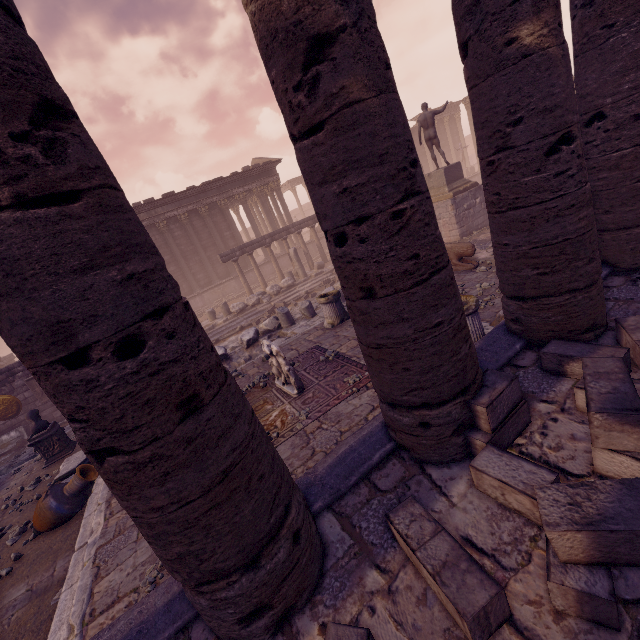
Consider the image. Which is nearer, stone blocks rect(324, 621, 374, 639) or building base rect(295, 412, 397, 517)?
stone blocks rect(324, 621, 374, 639)

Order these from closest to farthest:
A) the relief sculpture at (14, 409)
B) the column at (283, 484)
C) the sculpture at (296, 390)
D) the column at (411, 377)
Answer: the column at (283, 484) < the column at (411, 377) < the sculpture at (296, 390) < the relief sculpture at (14, 409)

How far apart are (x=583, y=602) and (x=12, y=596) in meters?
7.0 m

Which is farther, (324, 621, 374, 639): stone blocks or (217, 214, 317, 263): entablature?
(217, 214, 317, 263): entablature

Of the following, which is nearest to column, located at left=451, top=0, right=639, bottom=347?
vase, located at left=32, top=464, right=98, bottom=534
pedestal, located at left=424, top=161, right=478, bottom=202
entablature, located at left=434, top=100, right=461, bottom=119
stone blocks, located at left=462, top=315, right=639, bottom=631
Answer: stone blocks, located at left=462, top=315, right=639, bottom=631

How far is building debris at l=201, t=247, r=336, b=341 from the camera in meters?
15.4

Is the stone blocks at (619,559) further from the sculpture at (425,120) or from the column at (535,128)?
the sculpture at (425,120)

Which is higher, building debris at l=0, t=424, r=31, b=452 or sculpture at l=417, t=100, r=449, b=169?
sculpture at l=417, t=100, r=449, b=169
